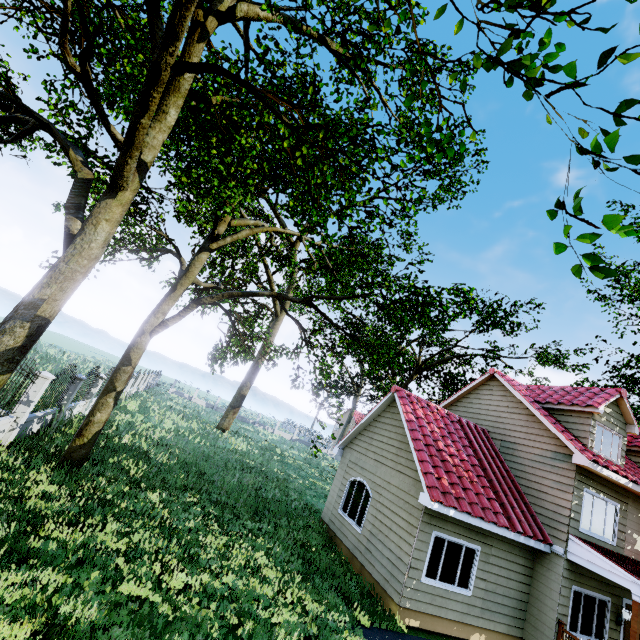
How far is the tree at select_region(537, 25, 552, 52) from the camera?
3.3 meters

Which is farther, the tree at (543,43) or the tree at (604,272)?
the tree at (543,43)

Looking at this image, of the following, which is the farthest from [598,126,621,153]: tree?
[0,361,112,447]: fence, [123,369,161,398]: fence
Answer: [123,369,161,398]: fence

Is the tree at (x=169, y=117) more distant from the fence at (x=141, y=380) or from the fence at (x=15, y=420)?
the fence at (x=141, y=380)

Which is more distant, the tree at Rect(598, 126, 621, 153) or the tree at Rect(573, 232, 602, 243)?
the tree at Rect(573, 232, 602, 243)

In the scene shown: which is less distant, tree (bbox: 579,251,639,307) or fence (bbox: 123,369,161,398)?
tree (bbox: 579,251,639,307)

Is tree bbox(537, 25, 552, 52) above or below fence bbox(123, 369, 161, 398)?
above

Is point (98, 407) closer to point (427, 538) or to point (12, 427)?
point (12, 427)
